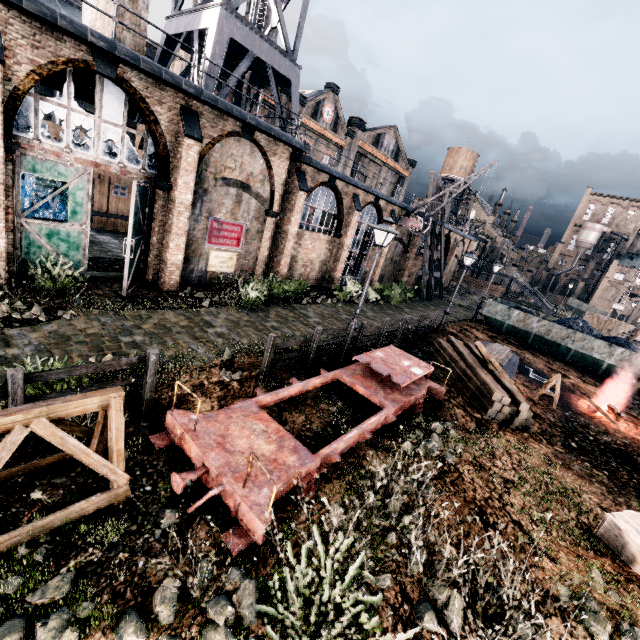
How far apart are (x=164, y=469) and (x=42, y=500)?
1.7m

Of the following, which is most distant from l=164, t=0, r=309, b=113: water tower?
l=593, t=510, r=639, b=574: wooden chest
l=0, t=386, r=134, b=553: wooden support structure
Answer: l=593, t=510, r=639, b=574: wooden chest

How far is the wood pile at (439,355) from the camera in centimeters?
1134cm

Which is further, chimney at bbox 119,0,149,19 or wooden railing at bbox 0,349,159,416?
chimney at bbox 119,0,149,19

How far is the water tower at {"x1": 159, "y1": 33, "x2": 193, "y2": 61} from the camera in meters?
18.5

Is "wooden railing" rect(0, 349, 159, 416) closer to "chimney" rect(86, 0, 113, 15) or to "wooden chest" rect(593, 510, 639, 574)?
"wooden chest" rect(593, 510, 639, 574)

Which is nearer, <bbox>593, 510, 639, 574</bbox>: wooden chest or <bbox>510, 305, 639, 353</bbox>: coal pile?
<bbox>593, 510, 639, 574</bbox>: wooden chest

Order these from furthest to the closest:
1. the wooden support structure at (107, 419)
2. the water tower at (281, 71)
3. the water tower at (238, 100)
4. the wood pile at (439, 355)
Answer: the water tower at (238, 100) < the water tower at (281, 71) < the wood pile at (439, 355) < the wooden support structure at (107, 419)
